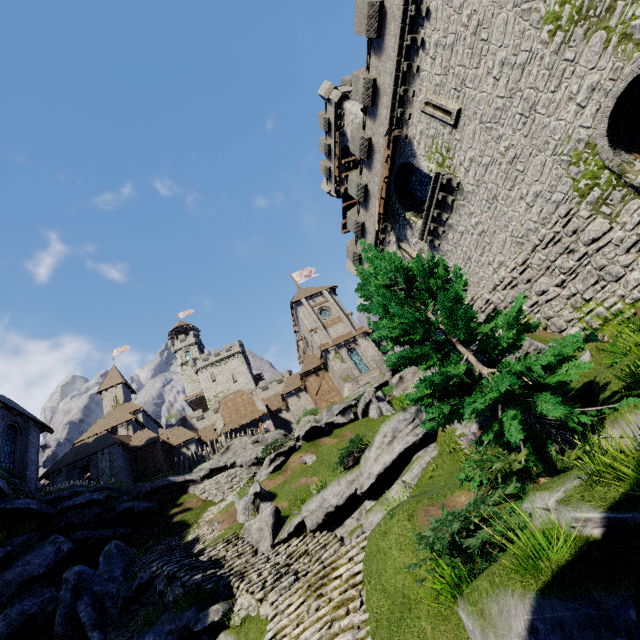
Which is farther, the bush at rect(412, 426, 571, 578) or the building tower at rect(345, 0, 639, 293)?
the building tower at rect(345, 0, 639, 293)

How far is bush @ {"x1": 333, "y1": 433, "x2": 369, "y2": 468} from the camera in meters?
13.8 m

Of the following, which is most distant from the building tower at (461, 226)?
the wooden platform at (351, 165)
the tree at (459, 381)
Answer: the wooden platform at (351, 165)

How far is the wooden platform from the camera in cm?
3080

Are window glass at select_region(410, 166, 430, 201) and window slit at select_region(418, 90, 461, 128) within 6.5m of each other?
yes

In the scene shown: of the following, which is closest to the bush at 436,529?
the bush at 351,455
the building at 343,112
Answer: the bush at 351,455

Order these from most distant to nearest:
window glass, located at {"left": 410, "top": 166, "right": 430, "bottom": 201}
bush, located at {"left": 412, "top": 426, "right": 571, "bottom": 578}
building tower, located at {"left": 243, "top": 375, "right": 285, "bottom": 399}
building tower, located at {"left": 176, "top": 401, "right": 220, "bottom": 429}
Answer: building tower, located at {"left": 243, "top": 375, "right": 285, "bottom": 399} → building tower, located at {"left": 176, "top": 401, "right": 220, "bottom": 429} → window glass, located at {"left": 410, "top": 166, "right": 430, "bottom": 201} → bush, located at {"left": 412, "top": 426, "right": 571, "bottom": 578}

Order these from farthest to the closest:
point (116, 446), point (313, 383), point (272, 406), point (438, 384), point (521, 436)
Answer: point (272, 406) → point (313, 383) → point (116, 446) → point (438, 384) → point (521, 436)
